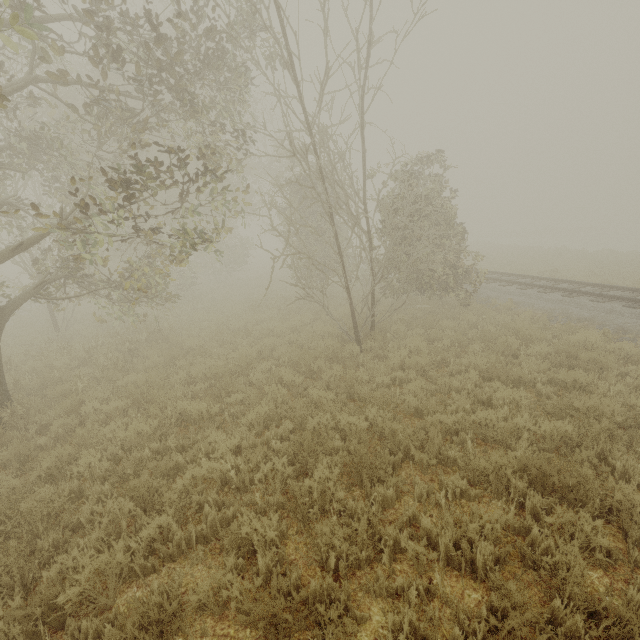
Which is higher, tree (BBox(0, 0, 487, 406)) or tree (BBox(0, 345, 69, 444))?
tree (BBox(0, 0, 487, 406))

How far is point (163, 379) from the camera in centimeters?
852cm

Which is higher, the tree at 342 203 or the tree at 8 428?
the tree at 342 203
